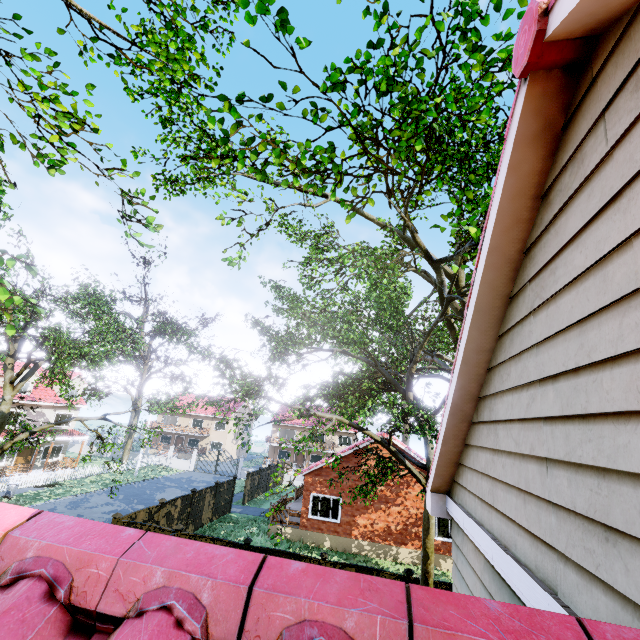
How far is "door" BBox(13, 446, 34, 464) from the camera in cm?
2772

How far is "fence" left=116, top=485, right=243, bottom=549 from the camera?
12.87m

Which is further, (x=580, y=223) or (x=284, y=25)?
(x=284, y=25)

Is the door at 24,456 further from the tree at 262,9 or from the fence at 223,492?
the tree at 262,9

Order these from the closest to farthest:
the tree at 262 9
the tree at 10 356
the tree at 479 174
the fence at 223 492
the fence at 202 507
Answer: the tree at 262 9, the tree at 479 174, the tree at 10 356, the fence at 202 507, the fence at 223 492

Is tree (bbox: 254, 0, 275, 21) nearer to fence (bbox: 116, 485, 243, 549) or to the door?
fence (bbox: 116, 485, 243, 549)

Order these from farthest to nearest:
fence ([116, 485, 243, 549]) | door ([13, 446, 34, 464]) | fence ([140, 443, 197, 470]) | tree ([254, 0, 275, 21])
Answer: fence ([140, 443, 197, 470]) < door ([13, 446, 34, 464]) < fence ([116, 485, 243, 549]) < tree ([254, 0, 275, 21])
